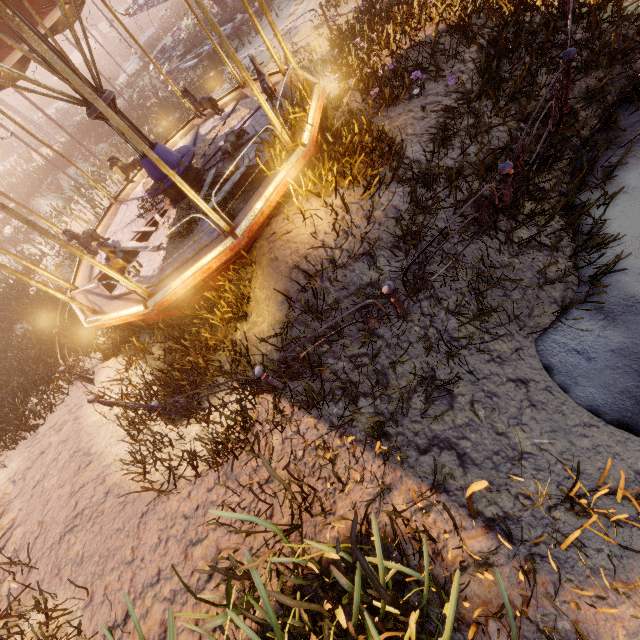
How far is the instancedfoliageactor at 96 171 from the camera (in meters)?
16.22

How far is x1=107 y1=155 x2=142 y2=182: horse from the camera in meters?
9.2 m

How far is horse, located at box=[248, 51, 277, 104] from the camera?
6.9 meters

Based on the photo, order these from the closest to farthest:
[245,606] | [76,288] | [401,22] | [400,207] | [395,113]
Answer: [245,606] → [400,207] → [395,113] → [76,288] → [401,22]

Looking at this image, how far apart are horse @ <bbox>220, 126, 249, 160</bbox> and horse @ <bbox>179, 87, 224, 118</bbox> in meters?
2.1 m

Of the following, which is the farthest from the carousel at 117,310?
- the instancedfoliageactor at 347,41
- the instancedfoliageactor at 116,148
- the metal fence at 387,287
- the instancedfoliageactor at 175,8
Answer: the instancedfoliageactor at 175,8

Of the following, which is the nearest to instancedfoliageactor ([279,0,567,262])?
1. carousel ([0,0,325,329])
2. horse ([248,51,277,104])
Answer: carousel ([0,0,325,329])

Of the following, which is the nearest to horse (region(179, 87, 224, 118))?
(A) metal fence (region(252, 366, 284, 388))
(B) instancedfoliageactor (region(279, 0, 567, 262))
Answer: (B) instancedfoliageactor (region(279, 0, 567, 262))
